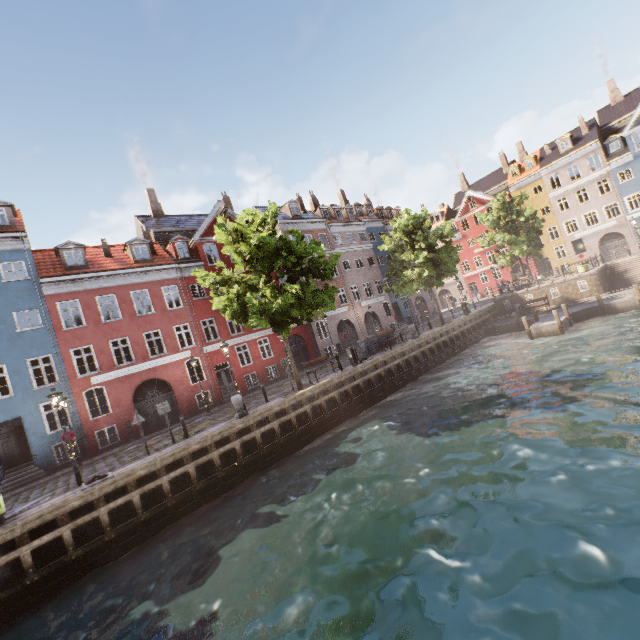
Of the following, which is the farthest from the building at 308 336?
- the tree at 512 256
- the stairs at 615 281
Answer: the stairs at 615 281

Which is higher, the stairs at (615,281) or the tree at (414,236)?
the tree at (414,236)

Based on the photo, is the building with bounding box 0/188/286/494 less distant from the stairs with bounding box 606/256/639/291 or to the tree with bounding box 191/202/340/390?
the tree with bounding box 191/202/340/390

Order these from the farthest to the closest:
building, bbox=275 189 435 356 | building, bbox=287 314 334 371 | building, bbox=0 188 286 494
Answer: building, bbox=275 189 435 356, building, bbox=287 314 334 371, building, bbox=0 188 286 494

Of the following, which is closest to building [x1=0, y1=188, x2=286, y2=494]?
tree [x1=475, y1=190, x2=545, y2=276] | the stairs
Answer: tree [x1=475, y1=190, x2=545, y2=276]

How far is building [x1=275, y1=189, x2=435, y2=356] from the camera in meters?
32.2

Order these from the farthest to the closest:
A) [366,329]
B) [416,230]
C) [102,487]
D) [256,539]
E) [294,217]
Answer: [366,329], [294,217], [416,230], [102,487], [256,539]
